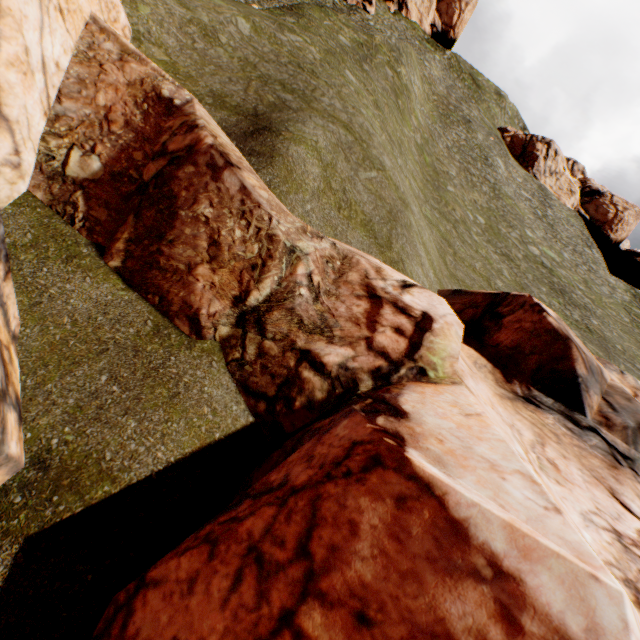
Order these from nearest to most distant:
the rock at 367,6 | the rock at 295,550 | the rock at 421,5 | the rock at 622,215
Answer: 1. the rock at 295,550
2. the rock at 622,215
3. the rock at 367,6
4. the rock at 421,5

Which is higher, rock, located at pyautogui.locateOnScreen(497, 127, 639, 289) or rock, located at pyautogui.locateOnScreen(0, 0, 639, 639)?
rock, located at pyautogui.locateOnScreen(497, 127, 639, 289)

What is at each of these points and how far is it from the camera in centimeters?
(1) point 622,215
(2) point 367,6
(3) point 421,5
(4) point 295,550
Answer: (1) rock, 4759cm
(2) rock, 4922cm
(3) rock, 5650cm
(4) rock, 311cm

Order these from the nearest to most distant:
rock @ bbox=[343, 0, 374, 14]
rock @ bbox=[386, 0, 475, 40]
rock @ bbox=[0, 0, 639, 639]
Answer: rock @ bbox=[0, 0, 639, 639] → rock @ bbox=[343, 0, 374, 14] → rock @ bbox=[386, 0, 475, 40]

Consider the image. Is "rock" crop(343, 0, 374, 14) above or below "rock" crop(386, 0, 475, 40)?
below

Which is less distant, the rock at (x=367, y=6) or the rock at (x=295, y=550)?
the rock at (x=295, y=550)

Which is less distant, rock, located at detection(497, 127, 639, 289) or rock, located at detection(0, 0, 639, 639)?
rock, located at detection(0, 0, 639, 639)
